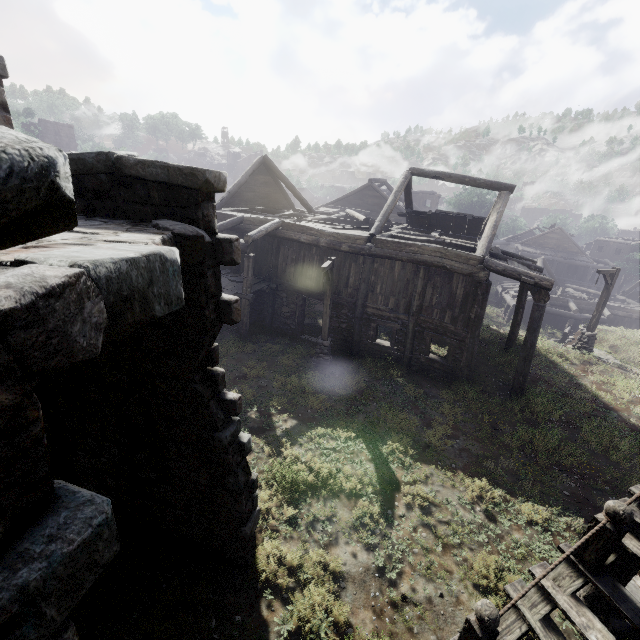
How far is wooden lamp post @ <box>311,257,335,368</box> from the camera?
12.5 meters

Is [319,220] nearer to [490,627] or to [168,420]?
[168,420]

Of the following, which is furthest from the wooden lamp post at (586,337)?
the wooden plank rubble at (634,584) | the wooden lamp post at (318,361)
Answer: the wooden plank rubble at (634,584)

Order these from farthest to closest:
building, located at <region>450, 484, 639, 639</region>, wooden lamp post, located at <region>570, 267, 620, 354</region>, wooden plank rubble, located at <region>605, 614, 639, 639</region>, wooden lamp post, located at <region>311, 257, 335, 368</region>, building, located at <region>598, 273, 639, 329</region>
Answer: building, located at <region>598, 273, 639, 329</region> → wooden lamp post, located at <region>570, 267, 620, 354</region> → wooden lamp post, located at <region>311, 257, 335, 368</region> → wooden plank rubble, located at <region>605, 614, 639, 639</region> → building, located at <region>450, 484, 639, 639</region>

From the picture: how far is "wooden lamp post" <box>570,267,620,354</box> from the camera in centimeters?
1620cm

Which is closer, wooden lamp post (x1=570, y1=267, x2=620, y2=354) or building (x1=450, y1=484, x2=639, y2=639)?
building (x1=450, y1=484, x2=639, y2=639)

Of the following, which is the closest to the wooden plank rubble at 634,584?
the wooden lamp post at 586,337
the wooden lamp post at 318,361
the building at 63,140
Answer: the building at 63,140

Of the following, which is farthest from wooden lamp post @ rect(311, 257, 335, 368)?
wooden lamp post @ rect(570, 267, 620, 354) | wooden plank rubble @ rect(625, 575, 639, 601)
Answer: wooden lamp post @ rect(570, 267, 620, 354)
